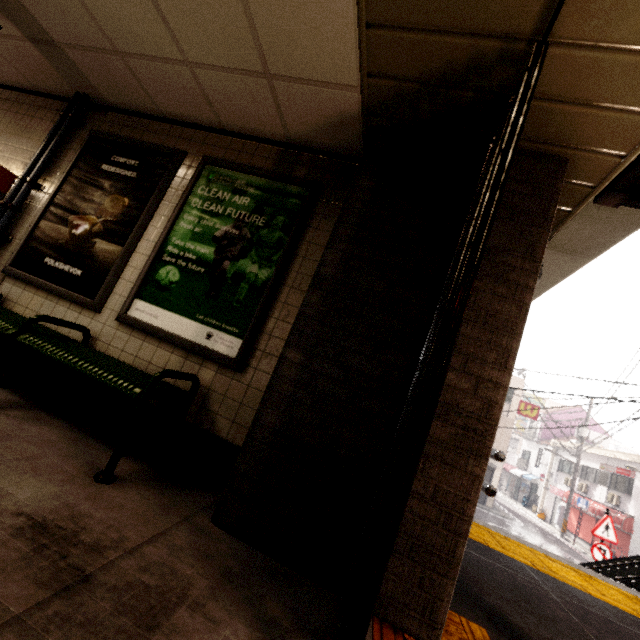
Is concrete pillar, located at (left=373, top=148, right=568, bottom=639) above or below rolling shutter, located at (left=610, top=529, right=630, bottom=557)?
above

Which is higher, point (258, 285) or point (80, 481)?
point (258, 285)

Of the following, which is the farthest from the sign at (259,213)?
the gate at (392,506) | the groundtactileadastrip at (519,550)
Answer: the groundtactileadastrip at (519,550)

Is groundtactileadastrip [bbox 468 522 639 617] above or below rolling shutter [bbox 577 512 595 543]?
above

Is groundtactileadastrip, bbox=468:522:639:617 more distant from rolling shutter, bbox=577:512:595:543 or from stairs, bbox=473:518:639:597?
rolling shutter, bbox=577:512:595:543

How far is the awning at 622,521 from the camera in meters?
17.8 m

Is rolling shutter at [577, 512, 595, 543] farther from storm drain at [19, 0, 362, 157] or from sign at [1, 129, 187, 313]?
sign at [1, 129, 187, 313]

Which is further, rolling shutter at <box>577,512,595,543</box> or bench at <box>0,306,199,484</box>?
rolling shutter at <box>577,512,595,543</box>
